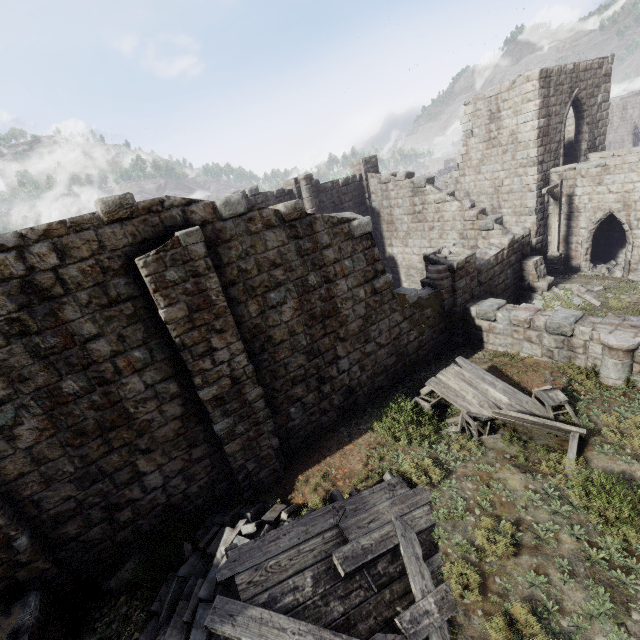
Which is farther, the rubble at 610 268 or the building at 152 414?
the rubble at 610 268

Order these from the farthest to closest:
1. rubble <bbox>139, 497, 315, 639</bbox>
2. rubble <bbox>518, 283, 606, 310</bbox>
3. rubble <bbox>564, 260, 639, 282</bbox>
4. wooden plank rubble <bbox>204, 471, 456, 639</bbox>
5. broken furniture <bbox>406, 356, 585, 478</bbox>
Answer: rubble <bbox>564, 260, 639, 282</bbox>, rubble <bbox>518, 283, 606, 310</bbox>, broken furniture <bbox>406, 356, 585, 478</bbox>, rubble <bbox>139, 497, 315, 639</bbox>, wooden plank rubble <bbox>204, 471, 456, 639</bbox>

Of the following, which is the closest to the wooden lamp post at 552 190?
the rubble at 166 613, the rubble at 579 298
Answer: the rubble at 579 298

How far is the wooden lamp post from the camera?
15.6 meters

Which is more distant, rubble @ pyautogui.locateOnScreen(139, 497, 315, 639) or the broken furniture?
the broken furniture

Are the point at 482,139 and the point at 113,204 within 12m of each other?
no

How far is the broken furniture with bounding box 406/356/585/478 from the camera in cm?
745

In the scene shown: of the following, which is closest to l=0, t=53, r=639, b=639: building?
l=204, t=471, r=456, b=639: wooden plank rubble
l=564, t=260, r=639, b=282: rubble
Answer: l=564, t=260, r=639, b=282: rubble
